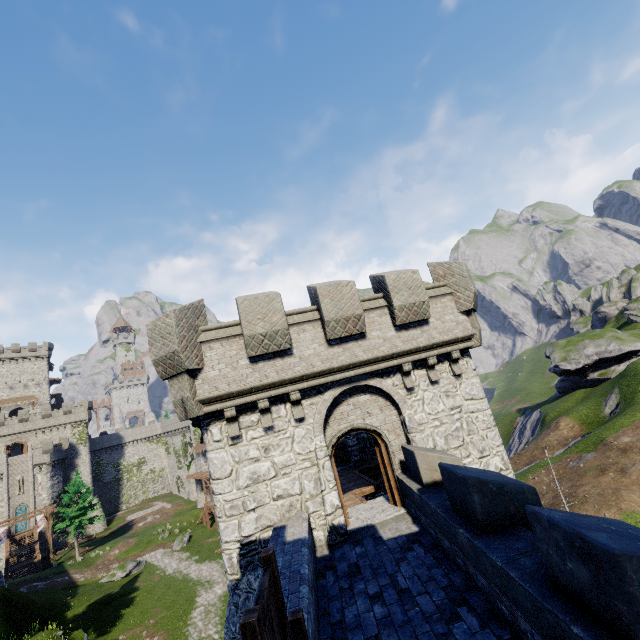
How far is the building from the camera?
9.31m

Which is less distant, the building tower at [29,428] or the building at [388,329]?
the building at [388,329]

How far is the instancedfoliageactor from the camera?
43.8 meters

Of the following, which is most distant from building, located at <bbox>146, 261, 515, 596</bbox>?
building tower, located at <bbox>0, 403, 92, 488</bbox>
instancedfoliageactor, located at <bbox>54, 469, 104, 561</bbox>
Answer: building tower, located at <bbox>0, 403, 92, 488</bbox>

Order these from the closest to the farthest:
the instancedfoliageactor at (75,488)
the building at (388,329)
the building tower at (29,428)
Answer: the building at (388,329), the instancedfoliageactor at (75,488), the building tower at (29,428)

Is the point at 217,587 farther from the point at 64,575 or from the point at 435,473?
the point at 435,473

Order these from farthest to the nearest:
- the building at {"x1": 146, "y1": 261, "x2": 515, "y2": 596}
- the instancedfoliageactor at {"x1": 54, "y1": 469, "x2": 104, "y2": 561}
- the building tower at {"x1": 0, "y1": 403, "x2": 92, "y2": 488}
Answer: the building tower at {"x1": 0, "y1": 403, "x2": 92, "y2": 488} < the instancedfoliageactor at {"x1": 54, "y1": 469, "x2": 104, "y2": 561} < the building at {"x1": 146, "y1": 261, "x2": 515, "y2": 596}
